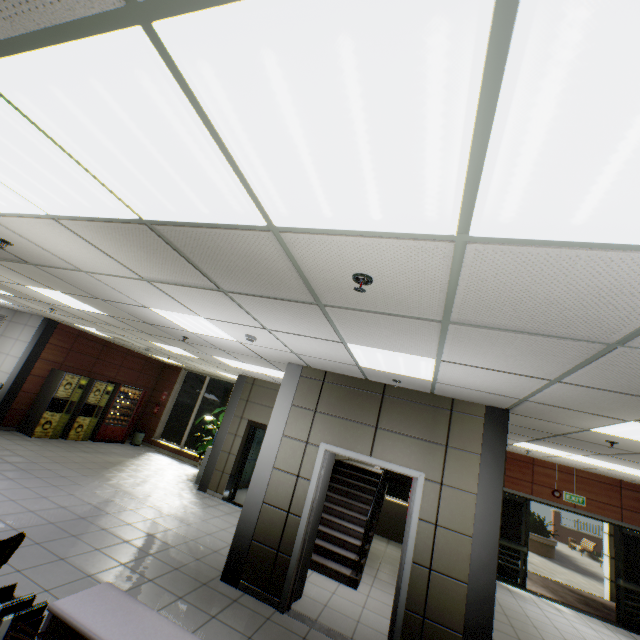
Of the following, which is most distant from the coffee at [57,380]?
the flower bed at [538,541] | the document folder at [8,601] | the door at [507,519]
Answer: the flower bed at [538,541]

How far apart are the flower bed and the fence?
11.9 meters

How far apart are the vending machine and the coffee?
1.2m

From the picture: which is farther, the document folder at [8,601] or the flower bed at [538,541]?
the flower bed at [538,541]

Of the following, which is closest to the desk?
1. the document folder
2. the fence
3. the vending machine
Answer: the document folder

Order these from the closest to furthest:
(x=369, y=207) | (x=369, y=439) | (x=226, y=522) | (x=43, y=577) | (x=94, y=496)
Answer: (x=369, y=207) < (x=43, y=577) < (x=369, y=439) < (x=94, y=496) < (x=226, y=522)

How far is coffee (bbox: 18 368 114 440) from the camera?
9.3 meters

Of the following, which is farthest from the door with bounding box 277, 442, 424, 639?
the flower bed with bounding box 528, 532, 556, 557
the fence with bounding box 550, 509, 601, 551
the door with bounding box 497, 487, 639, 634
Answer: the fence with bounding box 550, 509, 601, 551
